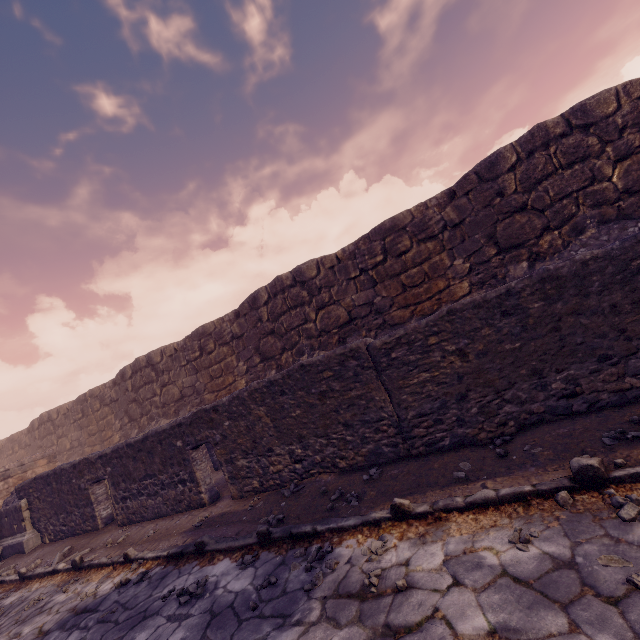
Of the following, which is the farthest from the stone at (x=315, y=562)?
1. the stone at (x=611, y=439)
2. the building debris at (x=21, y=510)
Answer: the building debris at (x=21, y=510)

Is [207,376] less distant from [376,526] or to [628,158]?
[376,526]

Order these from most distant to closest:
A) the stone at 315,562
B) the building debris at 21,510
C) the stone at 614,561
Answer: the building debris at 21,510 → the stone at 315,562 → the stone at 614,561

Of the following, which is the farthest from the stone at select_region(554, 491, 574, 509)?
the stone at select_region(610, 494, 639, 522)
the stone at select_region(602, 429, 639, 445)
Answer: the stone at select_region(602, 429, 639, 445)

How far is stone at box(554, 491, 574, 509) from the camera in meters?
2.8 m

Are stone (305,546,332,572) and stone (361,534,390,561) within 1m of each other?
yes

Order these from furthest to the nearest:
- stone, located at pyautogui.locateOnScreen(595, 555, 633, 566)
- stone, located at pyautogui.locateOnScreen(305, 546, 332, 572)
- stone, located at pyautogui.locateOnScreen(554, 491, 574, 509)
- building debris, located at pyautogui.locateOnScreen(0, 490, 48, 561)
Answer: building debris, located at pyautogui.locateOnScreen(0, 490, 48, 561) → stone, located at pyautogui.locateOnScreen(305, 546, 332, 572) → stone, located at pyautogui.locateOnScreen(554, 491, 574, 509) → stone, located at pyautogui.locateOnScreen(595, 555, 633, 566)

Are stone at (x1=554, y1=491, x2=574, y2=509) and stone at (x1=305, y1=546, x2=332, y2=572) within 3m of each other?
yes
